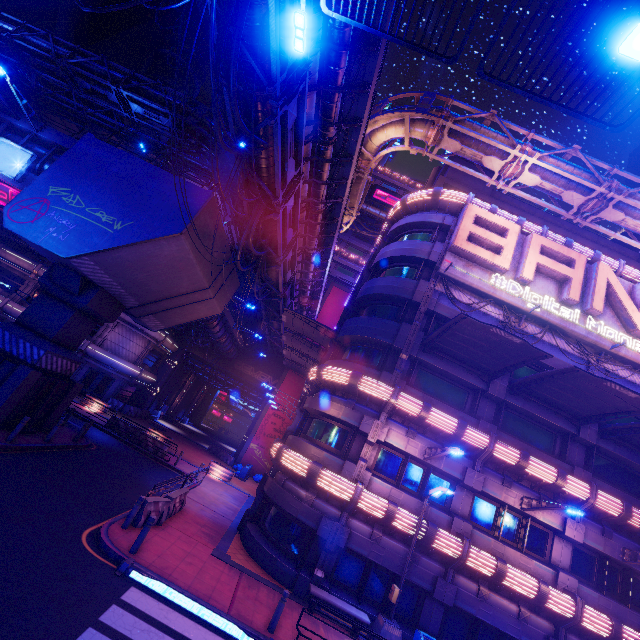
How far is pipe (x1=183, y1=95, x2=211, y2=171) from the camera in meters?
23.8

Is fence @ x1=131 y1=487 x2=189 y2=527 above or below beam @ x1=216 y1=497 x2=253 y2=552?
above

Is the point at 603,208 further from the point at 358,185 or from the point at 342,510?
the point at 342,510

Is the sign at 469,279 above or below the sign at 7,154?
above

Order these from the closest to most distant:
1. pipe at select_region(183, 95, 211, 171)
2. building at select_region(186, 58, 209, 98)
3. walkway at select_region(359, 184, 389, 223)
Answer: pipe at select_region(183, 95, 211, 171), building at select_region(186, 58, 209, 98), walkway at select_region(359, 184, 389, 223)

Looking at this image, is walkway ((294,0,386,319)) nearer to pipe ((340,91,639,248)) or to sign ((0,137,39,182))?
pipe ((340,91,639,248))

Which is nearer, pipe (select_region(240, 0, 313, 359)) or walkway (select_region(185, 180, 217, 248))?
pipe (select_region(240, 0, 313, 359))

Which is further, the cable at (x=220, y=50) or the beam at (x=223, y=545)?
the beam at (x=223, y=545)
